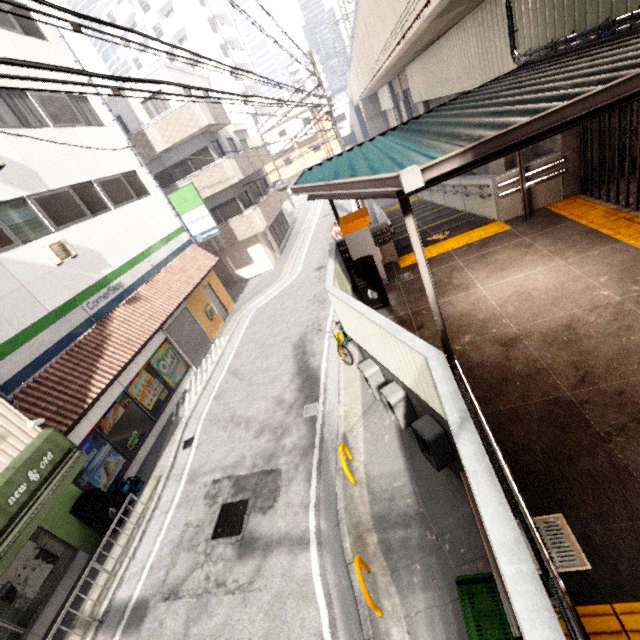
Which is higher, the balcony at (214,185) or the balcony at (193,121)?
the balcony at (193,121)

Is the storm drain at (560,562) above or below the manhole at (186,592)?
above

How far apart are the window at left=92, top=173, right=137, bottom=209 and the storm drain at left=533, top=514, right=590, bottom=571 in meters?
15.1 m

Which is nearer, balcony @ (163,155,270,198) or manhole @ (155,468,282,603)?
manhole @ (155,468,282,603)

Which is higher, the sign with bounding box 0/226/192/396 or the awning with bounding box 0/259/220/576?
the sign with bounding box 0/226/192/396

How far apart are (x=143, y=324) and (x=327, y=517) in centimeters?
893cm

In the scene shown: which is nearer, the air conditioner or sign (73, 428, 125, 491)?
sign (73, 428, 125, 491)

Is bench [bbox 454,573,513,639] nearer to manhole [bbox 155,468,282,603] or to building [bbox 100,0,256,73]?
manhole [bbox 155,468,282,603]
